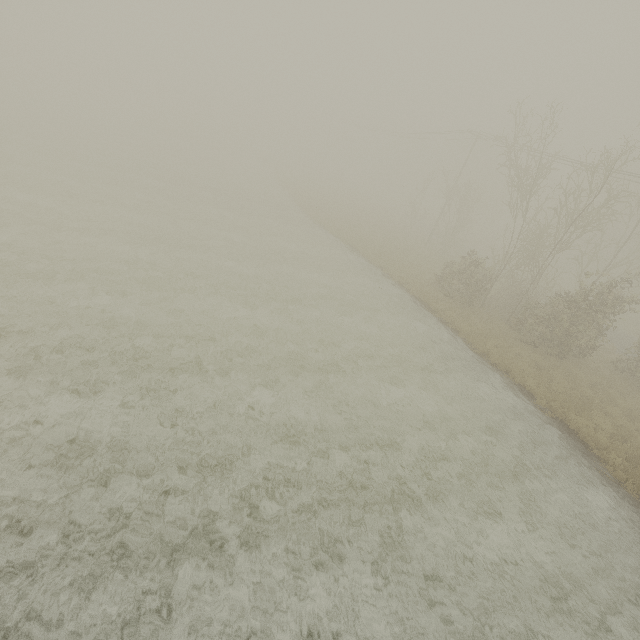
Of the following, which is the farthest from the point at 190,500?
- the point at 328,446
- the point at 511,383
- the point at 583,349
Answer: the point at 583,349
